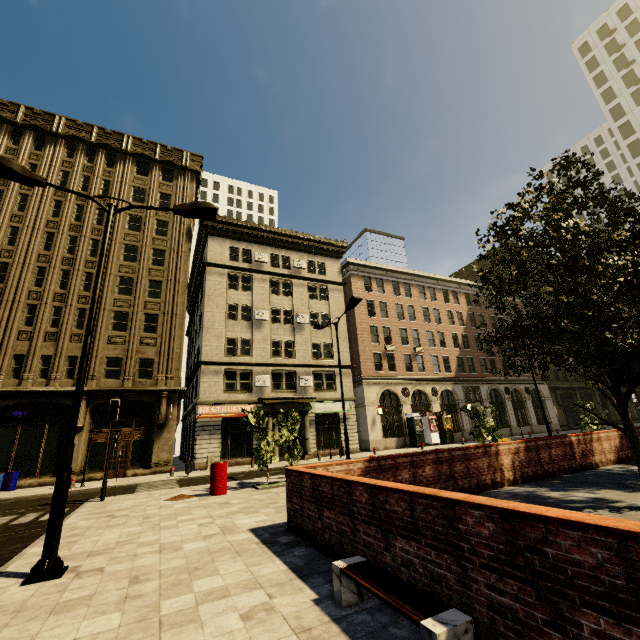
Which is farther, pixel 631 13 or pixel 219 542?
pixel 631 13

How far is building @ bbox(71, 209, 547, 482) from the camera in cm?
2355

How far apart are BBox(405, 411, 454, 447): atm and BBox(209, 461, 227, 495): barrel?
24.5m

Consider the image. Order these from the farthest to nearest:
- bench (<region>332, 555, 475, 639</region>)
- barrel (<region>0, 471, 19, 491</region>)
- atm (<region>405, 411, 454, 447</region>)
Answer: atm (<region>405, 411, 454, 447</region>) → barrel (<region>0, 471, 19, 491</region>) → bench (<region>332, 555, 475, 639</region>)

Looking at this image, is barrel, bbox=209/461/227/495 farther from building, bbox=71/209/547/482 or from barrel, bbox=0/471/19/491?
barrel, bbox=0/471/19/491

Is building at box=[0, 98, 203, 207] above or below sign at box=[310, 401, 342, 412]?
above

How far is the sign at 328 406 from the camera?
28.5 meters

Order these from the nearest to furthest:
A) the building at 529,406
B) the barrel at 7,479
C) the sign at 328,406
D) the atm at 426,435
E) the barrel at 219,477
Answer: the barrel at 219,477, the barrel at 7,479, the building at 529,406, the sign at 328,406, the atm at 426,435
